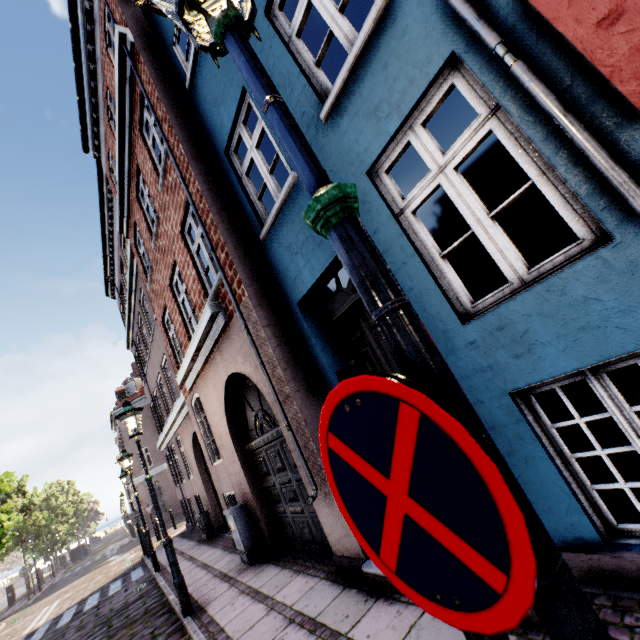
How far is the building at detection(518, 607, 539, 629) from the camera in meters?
2.2

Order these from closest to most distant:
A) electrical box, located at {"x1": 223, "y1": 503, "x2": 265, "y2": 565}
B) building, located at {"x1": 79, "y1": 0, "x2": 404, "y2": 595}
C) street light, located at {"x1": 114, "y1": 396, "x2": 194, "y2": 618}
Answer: building, located at {"x1": 79, "y1": 0, "x2": 404, "y2": 595} → street light, located at {"x1": 114, "y1": 396, "x2": 194, "y2": 618} → electrical box, located at {"x1": 223, "y1": 503, "x2": 265, "y2": 565}

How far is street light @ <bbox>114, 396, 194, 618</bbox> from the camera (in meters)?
5.45

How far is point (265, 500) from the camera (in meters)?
6.60

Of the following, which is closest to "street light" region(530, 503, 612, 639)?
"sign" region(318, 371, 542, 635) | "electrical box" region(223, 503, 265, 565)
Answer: "sign" region(318, 371, 542, 635)

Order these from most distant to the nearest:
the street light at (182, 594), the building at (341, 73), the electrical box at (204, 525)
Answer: the electrical box at (204, 525)
the street light at (182, 594)
the building at (341, 73)

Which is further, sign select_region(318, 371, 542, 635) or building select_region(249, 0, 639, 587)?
building select_region(249, 0, 639, 587)

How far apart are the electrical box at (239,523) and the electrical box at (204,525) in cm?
535
